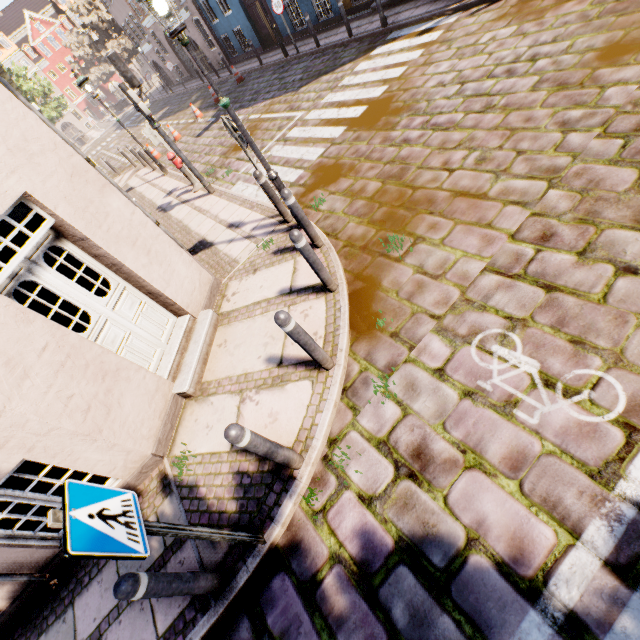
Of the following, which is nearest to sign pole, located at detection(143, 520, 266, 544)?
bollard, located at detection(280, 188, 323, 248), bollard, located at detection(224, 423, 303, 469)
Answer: bollard, located at detection(224, 423, 303, 469)

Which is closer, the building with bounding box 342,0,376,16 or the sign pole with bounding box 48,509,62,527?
the sign pole with bounding box 48,509,62,527

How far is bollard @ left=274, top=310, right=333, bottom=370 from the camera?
3.15m

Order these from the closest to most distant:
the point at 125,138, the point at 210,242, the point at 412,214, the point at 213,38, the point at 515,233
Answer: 1. the point at 515,233
2. the point at 412,214
3. the point at 210,242
4. the point at 213,38
5. the point at 125,138

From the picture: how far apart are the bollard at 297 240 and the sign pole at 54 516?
3.0m

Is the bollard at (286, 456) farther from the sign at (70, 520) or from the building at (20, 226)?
the building at (20, 226)

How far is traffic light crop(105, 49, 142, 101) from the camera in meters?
6.9 m

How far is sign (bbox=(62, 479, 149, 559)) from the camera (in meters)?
1.71
